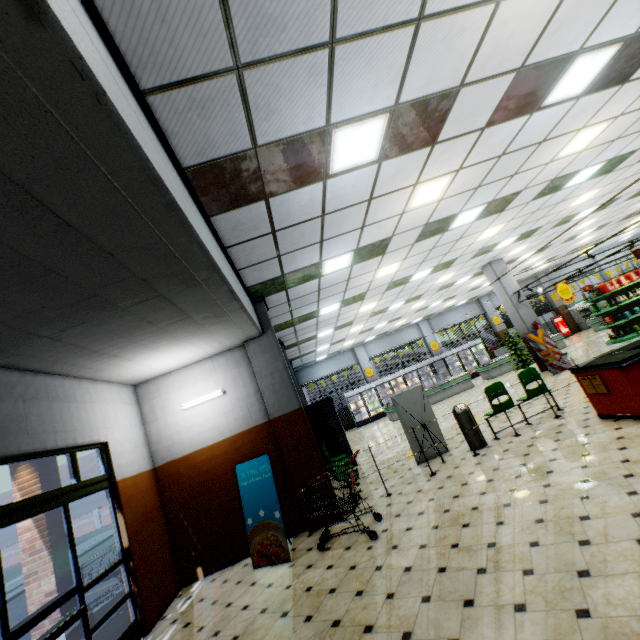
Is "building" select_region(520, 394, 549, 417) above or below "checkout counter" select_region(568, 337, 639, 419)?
below

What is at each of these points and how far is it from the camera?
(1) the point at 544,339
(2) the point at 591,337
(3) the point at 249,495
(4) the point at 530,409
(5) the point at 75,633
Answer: (1) sign, 12.0m
(2) building, 17.5m
(3) sign, 5.9m
(4) building, 8.3m
(5) building, 5.6m

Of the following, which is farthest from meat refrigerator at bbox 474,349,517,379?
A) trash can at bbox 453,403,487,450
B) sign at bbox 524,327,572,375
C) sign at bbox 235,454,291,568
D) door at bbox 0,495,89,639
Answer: door at bbox 0,495,89,639

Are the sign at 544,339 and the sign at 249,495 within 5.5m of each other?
no

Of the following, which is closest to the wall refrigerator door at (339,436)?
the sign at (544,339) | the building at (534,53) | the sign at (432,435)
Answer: the building at (534,53)

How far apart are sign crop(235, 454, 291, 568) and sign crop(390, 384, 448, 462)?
3.26m

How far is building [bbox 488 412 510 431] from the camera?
7.8m

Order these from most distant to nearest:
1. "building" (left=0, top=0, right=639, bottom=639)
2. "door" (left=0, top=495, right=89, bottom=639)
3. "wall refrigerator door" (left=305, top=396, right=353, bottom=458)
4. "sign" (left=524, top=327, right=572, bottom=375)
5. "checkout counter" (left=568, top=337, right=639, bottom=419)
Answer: "sign" (left=524, top=327, right=572, bottom=375), "wall refrigerator door" (left=305, top=396, right=353, bottom=458), "checkout counter" (left=568, top=337, right=639, bottom=419), "door" (left=0, top=495, right=89, bottom=639), "building" (left=0, top=0, right=639, bottom=639)
